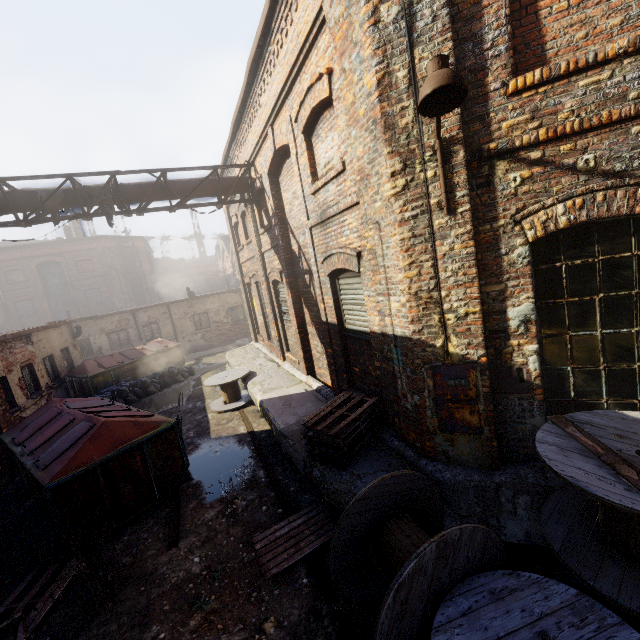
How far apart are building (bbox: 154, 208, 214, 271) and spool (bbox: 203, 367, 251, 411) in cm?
4332

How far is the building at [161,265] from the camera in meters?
48.8 m

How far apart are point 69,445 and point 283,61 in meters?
8.0

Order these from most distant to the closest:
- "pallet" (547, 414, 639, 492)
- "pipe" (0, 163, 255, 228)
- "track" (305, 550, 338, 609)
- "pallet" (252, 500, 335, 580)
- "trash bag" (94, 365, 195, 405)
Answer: "trash bag" (94, 365, 195, 405)
"pipe" (0, 163, 255, 228)
"pallet" (252, 500, 335, 580)
"track" (305, 550, 338, 609)
"pallet" (547, 414, 639, 492)

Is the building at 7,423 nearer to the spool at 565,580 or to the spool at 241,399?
the spool at 241,399

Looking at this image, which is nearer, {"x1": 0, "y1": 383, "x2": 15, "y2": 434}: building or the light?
the light

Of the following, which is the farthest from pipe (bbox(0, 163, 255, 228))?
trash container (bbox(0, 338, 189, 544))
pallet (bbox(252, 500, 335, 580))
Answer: pallet (bbox(252, 500, 335, 580))

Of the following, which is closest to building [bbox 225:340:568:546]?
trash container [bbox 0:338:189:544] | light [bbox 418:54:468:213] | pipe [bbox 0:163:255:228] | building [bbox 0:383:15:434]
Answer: trash container [bbox 0:338:189:544]
